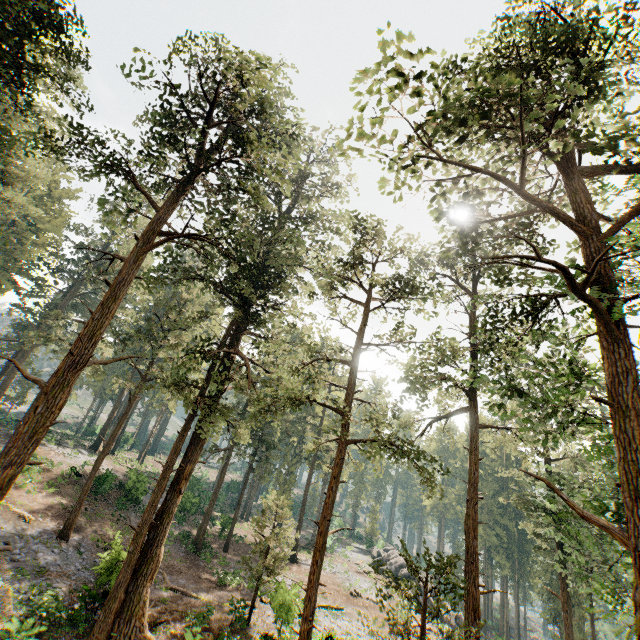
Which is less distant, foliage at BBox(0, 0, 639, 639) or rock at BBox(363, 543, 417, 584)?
foliage at BBox(0, 0, 639, 639)

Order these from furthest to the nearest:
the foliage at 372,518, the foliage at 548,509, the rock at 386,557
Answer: the foliage at 372,518 → the rock at 386,557 → the foliage at 548,509

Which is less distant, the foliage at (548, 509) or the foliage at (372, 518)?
Answer: the foliage at (548, 509)

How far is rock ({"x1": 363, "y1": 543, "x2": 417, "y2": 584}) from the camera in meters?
38.2

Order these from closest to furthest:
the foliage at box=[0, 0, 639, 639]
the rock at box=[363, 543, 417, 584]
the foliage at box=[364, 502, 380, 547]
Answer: the foliage at box=[0, 0, 639, 639], the rock at box=[363, 543, 417, 584], the foliage at box=[364, 502, 380, 547]

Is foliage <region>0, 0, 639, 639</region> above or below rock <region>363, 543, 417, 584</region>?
above

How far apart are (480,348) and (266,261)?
14.03m
